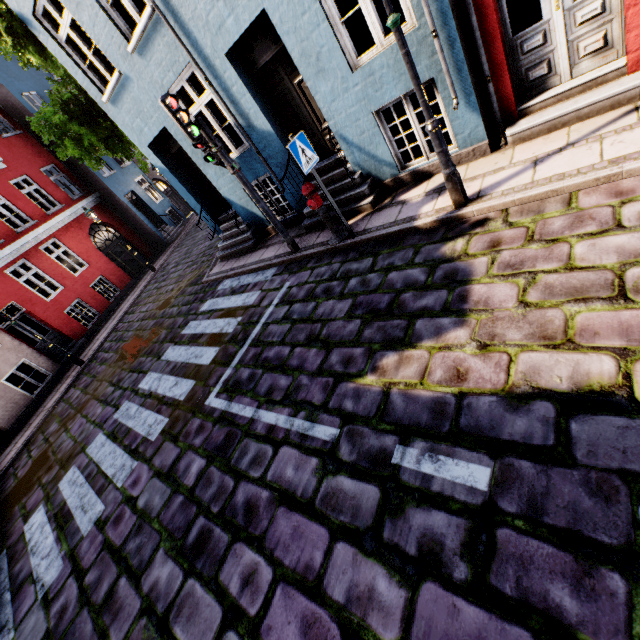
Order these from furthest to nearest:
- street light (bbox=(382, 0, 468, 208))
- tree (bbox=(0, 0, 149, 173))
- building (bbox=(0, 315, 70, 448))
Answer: building (bbox=(0, 315, 70, 448)), tree (bbox=(0, 0, 149, 173)), street light (bbox=(382, 0, 468, 208))

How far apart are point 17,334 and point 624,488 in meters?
29.1 m

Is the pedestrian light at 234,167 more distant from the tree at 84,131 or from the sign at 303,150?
the tree at 84,131

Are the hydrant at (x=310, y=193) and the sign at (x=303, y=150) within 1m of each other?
yes

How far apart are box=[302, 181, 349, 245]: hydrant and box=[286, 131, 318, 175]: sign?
0.50m

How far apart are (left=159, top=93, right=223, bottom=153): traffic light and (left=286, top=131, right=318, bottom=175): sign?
1.7 meters

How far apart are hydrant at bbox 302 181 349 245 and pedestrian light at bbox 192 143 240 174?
1.3 meters

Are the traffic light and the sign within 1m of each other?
no
